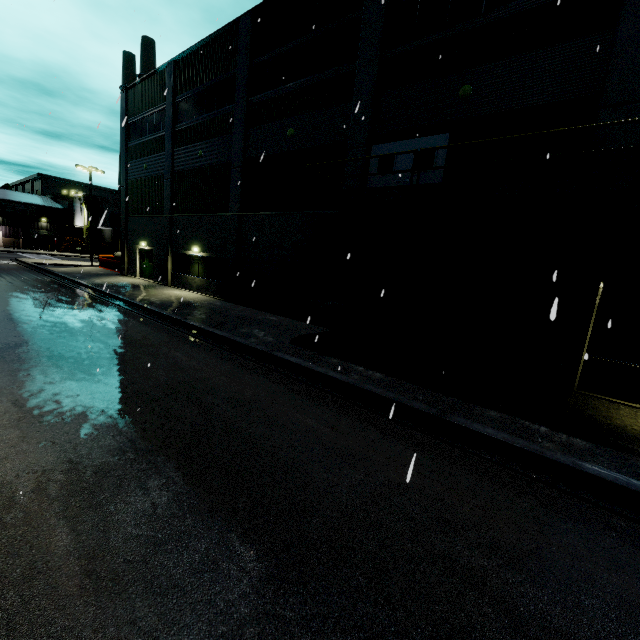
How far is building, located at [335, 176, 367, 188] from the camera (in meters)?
12.95

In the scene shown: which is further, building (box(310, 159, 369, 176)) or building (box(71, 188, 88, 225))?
building (box(71, 188, 88, 225))

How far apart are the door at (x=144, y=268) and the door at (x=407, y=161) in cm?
1934

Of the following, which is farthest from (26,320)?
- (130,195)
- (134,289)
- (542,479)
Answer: (130,195)

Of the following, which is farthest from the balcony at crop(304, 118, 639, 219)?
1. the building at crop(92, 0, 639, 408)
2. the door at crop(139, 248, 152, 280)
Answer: the door at crop(139, 248, 152, 280)

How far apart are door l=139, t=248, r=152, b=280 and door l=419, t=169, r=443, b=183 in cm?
1934

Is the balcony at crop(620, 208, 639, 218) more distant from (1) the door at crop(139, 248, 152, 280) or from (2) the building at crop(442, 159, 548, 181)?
(1) the door at crop(139, 248, 152, 280)
